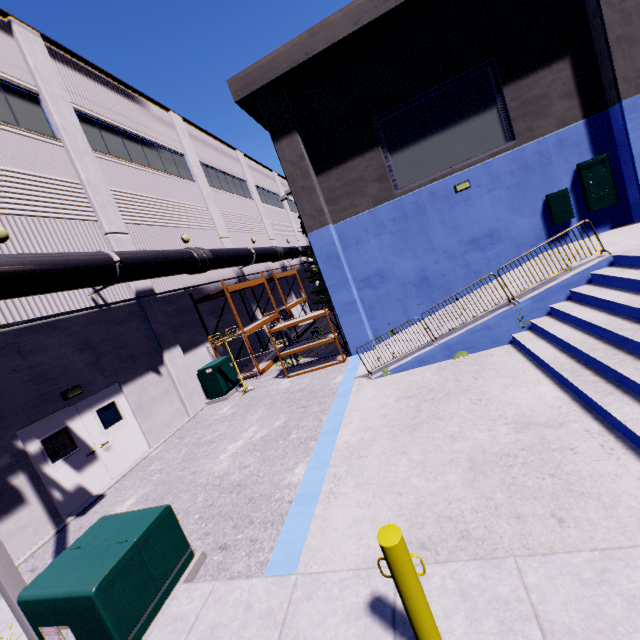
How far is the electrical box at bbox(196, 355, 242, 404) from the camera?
13.3m

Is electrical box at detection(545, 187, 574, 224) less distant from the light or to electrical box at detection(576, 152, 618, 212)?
electrical box at detection(576, 152, 618, 212)

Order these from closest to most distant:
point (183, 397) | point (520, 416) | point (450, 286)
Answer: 1. point (520, 416)
2. point (450, 286)
3. point (183, 397)

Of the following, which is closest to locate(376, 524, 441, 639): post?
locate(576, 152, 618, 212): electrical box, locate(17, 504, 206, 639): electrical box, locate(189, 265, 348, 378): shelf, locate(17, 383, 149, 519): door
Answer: locate(17, 504, 206, 639): electrical box

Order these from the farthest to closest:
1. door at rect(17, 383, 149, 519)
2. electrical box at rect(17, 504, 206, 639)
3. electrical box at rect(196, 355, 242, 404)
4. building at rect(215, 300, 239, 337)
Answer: building at rect(215, 300, 239, 337) < electrical box at rect(196, 355, 242, 404) < door at rect(17, 383, 149, 519) < electrical box at rect(17, 504, 206, 639)

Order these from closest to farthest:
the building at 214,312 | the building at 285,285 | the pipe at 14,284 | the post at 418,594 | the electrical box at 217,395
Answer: the post at 418,594, the pipe at 14,284, the electrical box at 217,395, the building at 214,312, the building at 285,285

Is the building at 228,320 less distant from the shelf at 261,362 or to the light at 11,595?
the shelf at 261,362

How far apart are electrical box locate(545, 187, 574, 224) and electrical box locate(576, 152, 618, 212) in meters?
0.4 m
